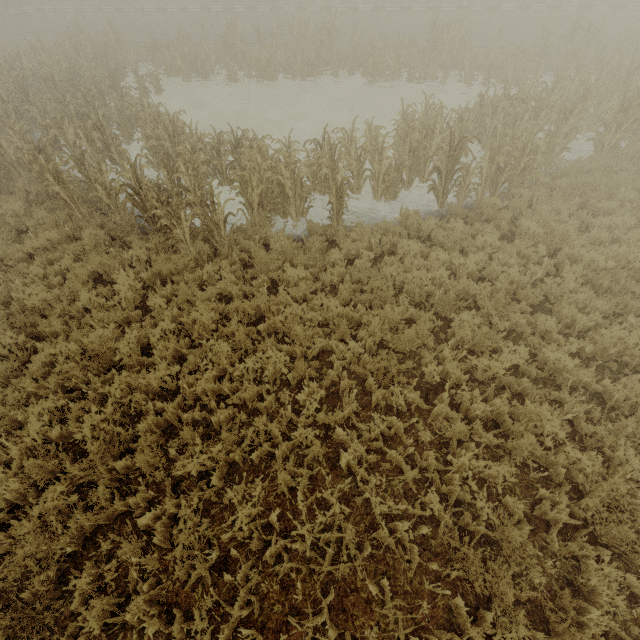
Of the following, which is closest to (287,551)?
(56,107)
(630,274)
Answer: (630,274)
